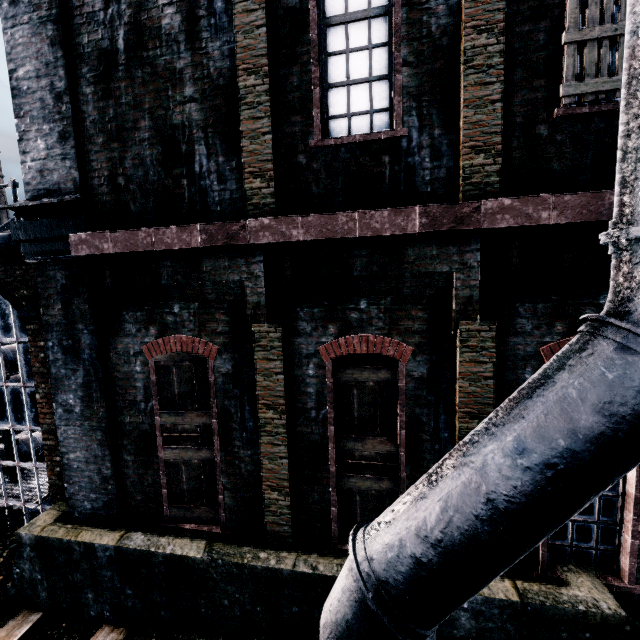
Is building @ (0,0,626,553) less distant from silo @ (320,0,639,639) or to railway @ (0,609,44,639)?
silo @ (320,0,639,639)

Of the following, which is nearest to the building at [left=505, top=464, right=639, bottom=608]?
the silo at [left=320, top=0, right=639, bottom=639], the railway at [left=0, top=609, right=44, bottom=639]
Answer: the silo at [left=320, top=0, right=639, bottom=639]

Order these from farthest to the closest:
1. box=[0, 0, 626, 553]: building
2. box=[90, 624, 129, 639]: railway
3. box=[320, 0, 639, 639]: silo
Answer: box=[90, 624, 129, 639]: railway < box=[0, 0, 626, 553]: building < box=[320, 0, 639, 639]: silo

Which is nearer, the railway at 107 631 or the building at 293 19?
the building at 293 19

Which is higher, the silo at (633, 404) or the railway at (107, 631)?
the silo at (633, 404)

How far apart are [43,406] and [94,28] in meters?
7.8
